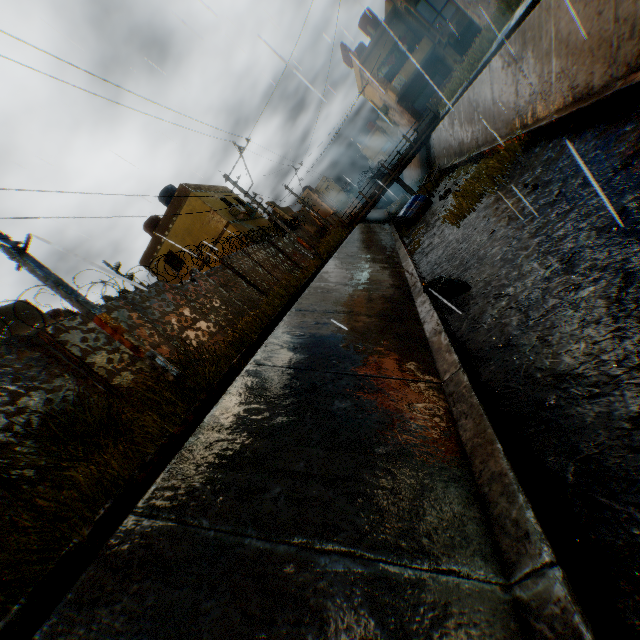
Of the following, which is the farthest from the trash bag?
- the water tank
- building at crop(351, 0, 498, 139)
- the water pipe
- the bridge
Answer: the water pipe

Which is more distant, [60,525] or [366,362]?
[366,362]

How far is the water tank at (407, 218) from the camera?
17.0 meters

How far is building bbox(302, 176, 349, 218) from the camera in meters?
46.3

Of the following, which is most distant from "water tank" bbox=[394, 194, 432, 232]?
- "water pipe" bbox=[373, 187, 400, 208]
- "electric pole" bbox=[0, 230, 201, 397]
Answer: "water pipe" bbox=[373, 187, 400, 208]

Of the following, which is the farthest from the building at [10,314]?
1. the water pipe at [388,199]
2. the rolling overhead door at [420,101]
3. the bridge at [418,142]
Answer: the bridge at [418,142]

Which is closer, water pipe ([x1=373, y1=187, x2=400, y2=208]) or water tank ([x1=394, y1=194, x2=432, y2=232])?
water tank ([x1=394, y1=194, x2=432, y2=232])

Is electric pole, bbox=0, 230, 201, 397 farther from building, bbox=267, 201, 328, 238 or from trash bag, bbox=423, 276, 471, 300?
building, bbox=267, 201, 328, 238
